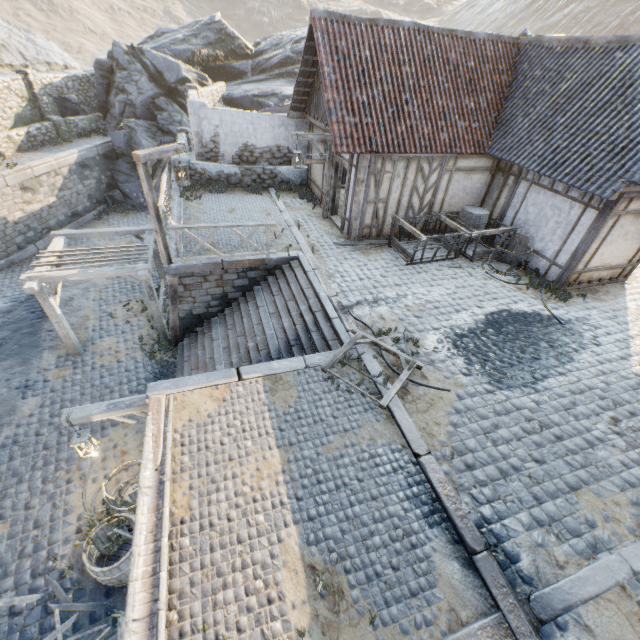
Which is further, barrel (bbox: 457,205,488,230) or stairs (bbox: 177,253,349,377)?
barrel (bbox: 457,205,488,230)

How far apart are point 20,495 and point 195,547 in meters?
6.3 m

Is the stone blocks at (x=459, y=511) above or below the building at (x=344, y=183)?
below

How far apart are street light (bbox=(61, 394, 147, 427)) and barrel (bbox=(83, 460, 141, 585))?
1.23m

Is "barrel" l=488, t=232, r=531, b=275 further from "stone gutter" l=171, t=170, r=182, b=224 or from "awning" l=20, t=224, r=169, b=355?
"awning" l=20, t=224, r=169, b=355

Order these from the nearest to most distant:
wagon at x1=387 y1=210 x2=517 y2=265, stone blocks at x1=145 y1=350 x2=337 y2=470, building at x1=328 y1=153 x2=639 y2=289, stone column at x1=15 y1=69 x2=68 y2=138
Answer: stone blocks at x1=145 y1=350 x2=337 y2=470
building at x1=328 y1=153 x2=639 y2=289
wagon at x1=387 y1=210 x2=517 y2=265
stone column at x1=15 y1=69 x2=68 y2=138

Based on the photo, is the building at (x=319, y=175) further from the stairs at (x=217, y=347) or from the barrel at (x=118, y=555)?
the barrel at (x=118, y=555)

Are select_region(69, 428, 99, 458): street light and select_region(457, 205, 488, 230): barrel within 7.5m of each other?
no
